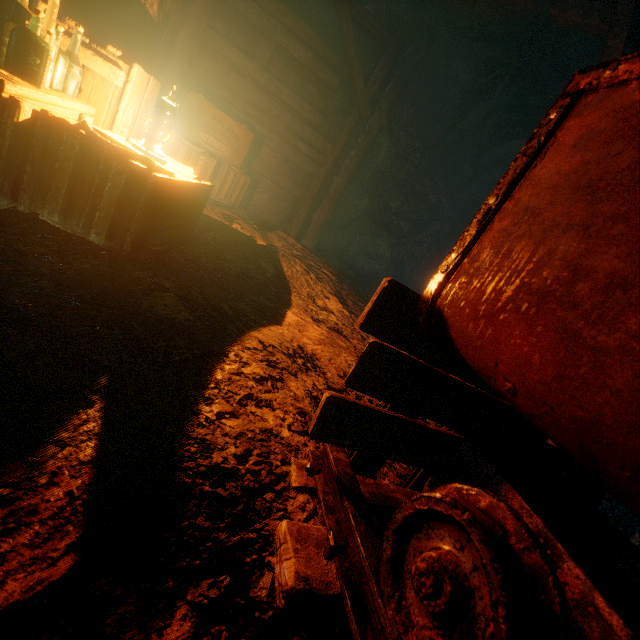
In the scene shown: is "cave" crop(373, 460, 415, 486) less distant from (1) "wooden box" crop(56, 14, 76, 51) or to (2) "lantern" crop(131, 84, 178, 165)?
(1) "wooden box" crop(56, 14, 76, 51)

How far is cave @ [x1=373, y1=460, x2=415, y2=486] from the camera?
1.6 meters

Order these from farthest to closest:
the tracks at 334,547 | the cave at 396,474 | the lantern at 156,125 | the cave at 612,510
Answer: the cave at 612,510
the lantern at 156,125
the cave at 396,474
the tracks at 334,547

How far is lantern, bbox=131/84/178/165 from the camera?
2.1 meters

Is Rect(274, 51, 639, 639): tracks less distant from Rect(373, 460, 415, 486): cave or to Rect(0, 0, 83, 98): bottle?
Rect(373, 460, 415, 486): cave

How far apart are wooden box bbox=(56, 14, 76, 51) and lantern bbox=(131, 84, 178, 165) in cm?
3

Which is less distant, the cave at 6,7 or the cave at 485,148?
the cave at 485,148

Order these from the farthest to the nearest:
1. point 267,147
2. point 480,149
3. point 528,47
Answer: point 480,149 < point 267,147 < point 528,47
